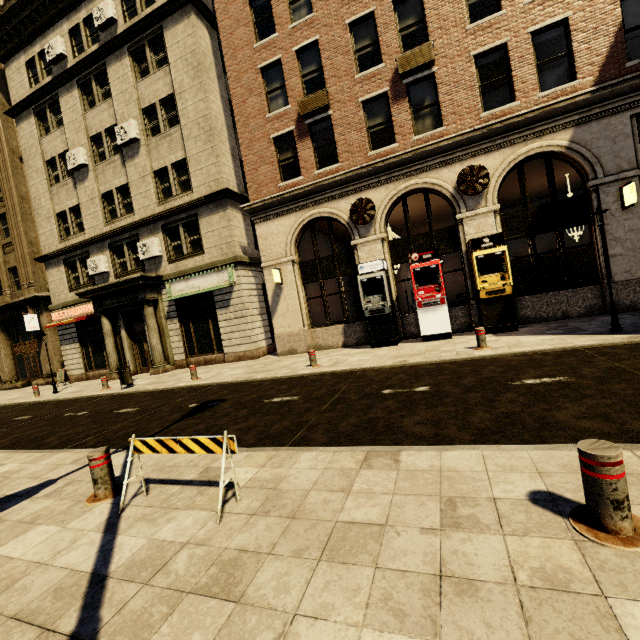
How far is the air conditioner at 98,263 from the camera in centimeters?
1777cm

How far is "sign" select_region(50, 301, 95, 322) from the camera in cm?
1867

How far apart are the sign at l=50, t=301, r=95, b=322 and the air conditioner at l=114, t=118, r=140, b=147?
8.31m

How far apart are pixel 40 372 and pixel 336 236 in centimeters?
2301cm

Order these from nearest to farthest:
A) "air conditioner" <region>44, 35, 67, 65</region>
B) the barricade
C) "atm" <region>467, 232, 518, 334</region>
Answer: the barricade → "atm" <region>467, 232, 518, 334</region> → "air conditioner" <region>44, 35, 67, 65</region>

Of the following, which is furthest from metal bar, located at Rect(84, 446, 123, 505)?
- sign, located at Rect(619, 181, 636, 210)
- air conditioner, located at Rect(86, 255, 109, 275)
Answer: air conditioner, located at Rect(86, 255, 109, 275)

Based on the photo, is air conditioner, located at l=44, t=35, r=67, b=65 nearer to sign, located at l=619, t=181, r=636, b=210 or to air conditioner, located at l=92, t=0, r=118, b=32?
air conditioner, located at l=92, t=0, r=118, b=32

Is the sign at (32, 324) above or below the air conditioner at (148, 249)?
below
